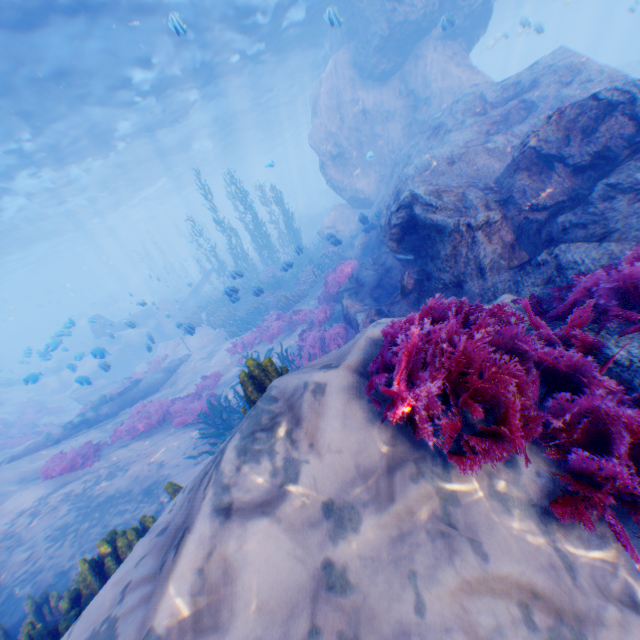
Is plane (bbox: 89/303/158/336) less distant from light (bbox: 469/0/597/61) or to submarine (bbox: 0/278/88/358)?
submarine (bbox: 0/278/88/358)

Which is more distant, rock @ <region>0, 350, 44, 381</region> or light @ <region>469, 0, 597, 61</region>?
light @ <region>469, 0, 597, 61</region>

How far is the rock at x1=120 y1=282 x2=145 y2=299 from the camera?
53.9 meters

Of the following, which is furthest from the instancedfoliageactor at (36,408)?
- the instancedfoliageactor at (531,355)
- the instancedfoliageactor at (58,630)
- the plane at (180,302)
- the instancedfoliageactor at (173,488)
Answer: the instancedfoliageactor at (531,355)

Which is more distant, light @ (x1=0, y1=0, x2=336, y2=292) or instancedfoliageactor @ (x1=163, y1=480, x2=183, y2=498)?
light @ (x1=0, y1=0, x2=336, y2=292)

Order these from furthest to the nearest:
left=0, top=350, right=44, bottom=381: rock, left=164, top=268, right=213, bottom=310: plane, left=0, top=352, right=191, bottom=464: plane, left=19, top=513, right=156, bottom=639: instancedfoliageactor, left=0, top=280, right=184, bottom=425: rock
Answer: left=164, top=268, right=213, bottom=310: plane
left=0, top=280, right=184, bottom=425: rock
left=0, top=350, right=44, bottom=381: rock
left=0, top=352, right=191, bottom=464: plane
left=19, top=513, right=156, bottom=639: instancedfoliageactor

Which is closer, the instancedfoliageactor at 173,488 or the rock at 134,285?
the instancedfoliageactor at 173,488

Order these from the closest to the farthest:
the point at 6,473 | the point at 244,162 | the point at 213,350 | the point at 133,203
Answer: the point at 6,473 → the point at 213,350 → the point at 133,203 → the point at 244,162
